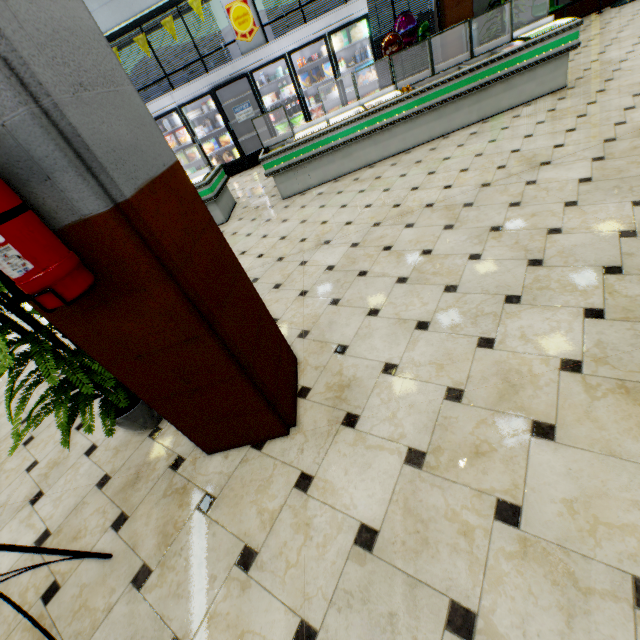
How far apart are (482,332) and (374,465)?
1.1m

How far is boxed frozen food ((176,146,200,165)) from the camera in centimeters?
900cm

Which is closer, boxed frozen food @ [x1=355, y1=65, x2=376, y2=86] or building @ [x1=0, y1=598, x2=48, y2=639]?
building @ [x1=0, y1=598, x2=48, y2=639]

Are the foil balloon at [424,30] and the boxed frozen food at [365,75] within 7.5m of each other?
yes

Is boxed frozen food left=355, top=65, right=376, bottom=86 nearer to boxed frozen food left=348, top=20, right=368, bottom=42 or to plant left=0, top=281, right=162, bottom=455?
boxed frozen food left=348, top=20, right=368, bottom=42

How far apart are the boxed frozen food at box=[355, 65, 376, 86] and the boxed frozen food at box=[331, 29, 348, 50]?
0.5 meters

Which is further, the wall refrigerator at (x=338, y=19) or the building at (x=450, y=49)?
the building at (x=450, y=49)

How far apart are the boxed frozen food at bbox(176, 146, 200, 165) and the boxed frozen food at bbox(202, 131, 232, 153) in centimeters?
15cm
